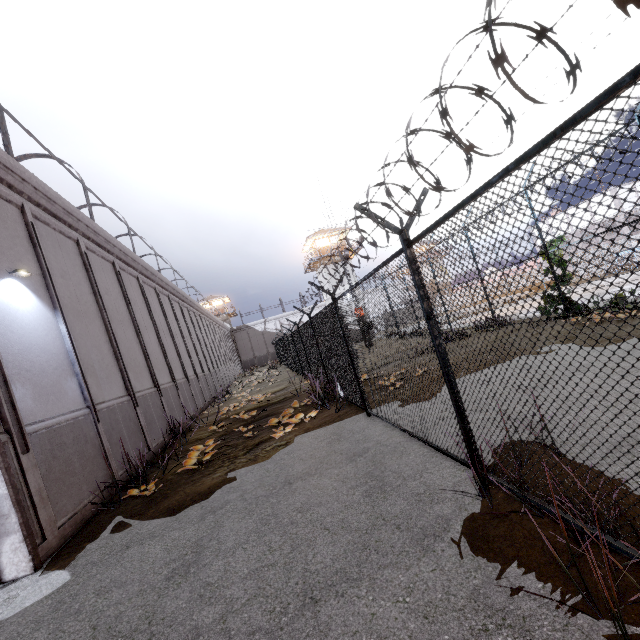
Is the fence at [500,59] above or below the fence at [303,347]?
above

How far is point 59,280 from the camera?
8.5 meters

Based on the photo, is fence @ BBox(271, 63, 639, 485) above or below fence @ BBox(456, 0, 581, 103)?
below
